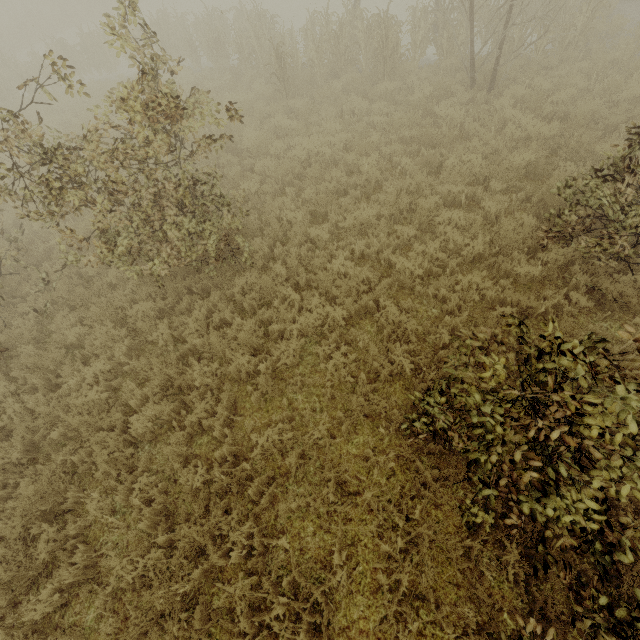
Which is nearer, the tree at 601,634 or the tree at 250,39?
the tree at 601,634

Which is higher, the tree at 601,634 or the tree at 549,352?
the tree at 549,352

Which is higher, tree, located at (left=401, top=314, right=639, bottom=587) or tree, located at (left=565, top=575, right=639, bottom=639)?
tree, located at (left=401, top=314, right=639, bottom=587)

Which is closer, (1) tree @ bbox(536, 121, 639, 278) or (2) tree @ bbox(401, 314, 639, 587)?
(2) tree @ bbox(401, 314, 639, 587)

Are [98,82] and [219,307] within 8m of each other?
no
